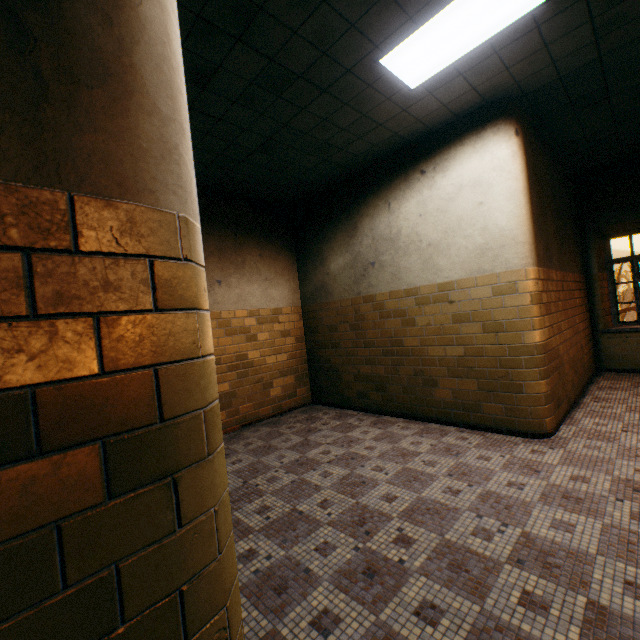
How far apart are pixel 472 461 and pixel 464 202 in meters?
3.1
